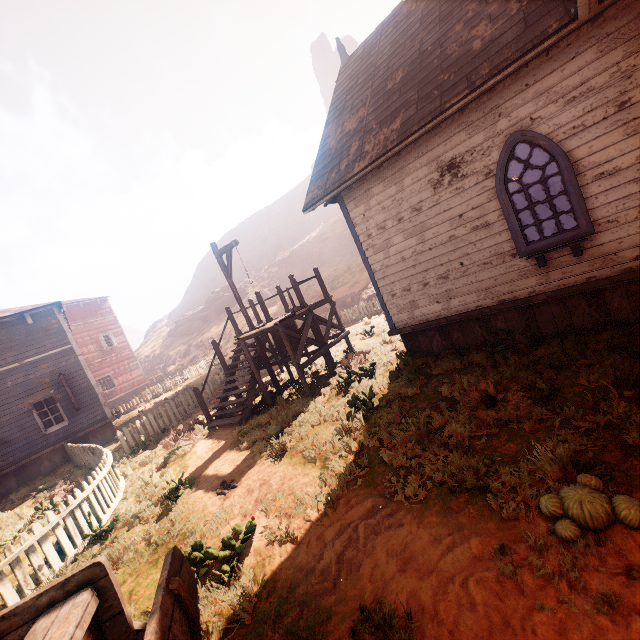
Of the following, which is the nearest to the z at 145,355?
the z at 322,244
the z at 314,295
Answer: the z at 314,295

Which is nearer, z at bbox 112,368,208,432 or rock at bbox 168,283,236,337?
z at bbox 112,368,208,432

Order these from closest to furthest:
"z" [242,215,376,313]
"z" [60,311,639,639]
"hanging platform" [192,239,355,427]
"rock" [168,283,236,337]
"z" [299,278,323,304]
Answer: "z" [60,311,639,639] → "hanging platform" [192,239,355,427] → "z" [242,215,376,313] → "z" [299,278,323,304] → "rock" [168,283,236,337]

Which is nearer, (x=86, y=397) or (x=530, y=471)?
(x=530, y=471)

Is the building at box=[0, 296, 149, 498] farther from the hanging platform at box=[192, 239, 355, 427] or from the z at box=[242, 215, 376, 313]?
the z at box=[242, 215, 376, 313]

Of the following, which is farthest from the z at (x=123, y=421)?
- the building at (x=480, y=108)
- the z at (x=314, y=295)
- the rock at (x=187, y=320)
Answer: the z at (x=314, y=295)

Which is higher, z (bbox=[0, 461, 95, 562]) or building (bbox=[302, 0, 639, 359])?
building (bbox=[302, 0, 639, 359])

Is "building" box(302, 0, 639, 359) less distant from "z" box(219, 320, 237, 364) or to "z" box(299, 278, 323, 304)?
"z" box(219, 320, 237, 364)
